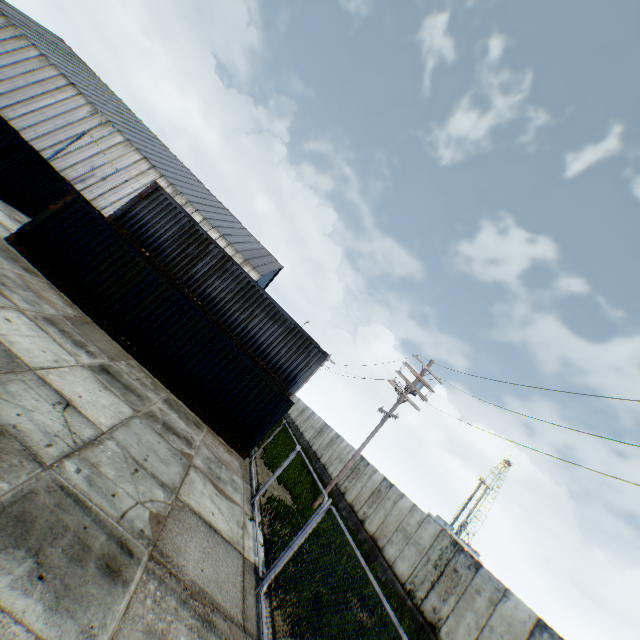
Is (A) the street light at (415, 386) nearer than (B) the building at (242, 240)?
Yes

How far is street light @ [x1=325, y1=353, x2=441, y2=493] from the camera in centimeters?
1590cm

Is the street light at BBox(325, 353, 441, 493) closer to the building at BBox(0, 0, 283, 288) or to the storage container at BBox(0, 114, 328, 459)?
the storage container at BBox(0, 114, 328, 459)

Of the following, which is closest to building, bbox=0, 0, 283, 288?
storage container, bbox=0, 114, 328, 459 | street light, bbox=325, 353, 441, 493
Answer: street light, bbox=325, 353, 441, 493

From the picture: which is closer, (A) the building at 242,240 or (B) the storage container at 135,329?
(B) the storage container at 135,329

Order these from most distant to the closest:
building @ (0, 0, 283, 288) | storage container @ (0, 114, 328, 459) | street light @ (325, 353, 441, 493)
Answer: building @ (0, 0, 283, 288) < street light @ (325, 353, 441, 493) < storage container @ (0, 114, 328, 459)

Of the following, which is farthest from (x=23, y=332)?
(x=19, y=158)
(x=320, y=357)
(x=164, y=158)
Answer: (x=164, y=158)
